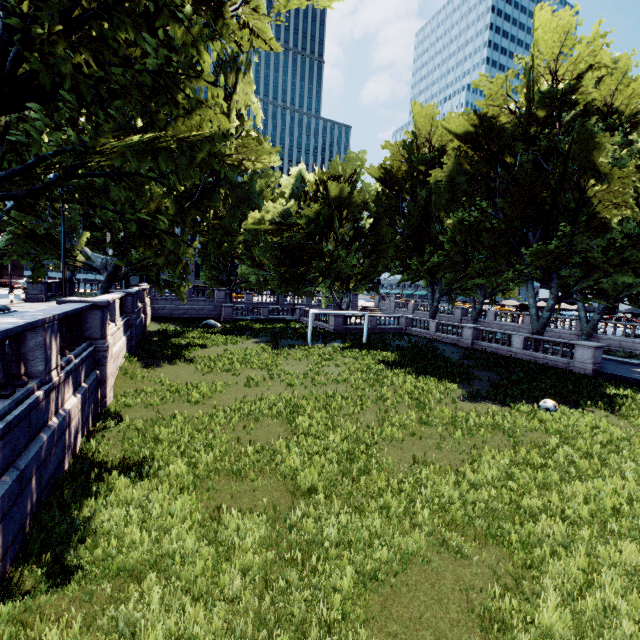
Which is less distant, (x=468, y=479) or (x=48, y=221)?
(x=468, y=479)
